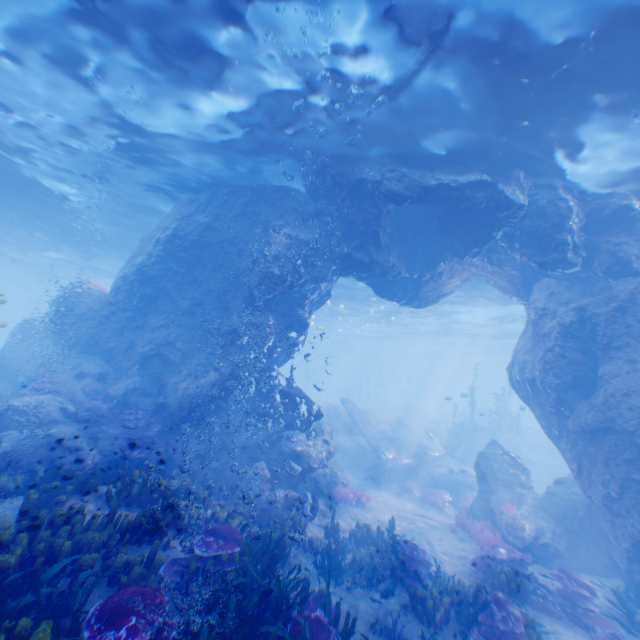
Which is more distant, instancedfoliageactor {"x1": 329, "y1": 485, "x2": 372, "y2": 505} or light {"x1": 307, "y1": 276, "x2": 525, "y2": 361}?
light {"x1": 307, "y1": 276, "x2": 525, "y2": 361}

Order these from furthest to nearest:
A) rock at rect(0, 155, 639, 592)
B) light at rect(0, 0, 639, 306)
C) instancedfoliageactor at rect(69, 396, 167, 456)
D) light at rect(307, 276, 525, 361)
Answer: light at rect(307, 276, 525, 361) < instancedfoliageactor at rect(69, 396, 167, 456) < rock at rect(0, 155, 639, 592) < light at rect(0, 0, 639, 306)

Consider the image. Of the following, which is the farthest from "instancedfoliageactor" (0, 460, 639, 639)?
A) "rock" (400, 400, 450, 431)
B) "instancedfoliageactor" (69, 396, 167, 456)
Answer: "rock" (400, 400, 450, 431)

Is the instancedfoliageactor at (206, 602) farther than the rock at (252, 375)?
No

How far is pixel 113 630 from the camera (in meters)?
3.35

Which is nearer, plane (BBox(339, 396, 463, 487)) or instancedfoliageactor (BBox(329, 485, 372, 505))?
instancedfoliageactor (BBox(329, 485, 372, 505))

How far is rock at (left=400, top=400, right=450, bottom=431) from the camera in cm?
4069

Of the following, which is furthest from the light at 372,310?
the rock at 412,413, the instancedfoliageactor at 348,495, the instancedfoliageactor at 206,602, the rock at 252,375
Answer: the rock at 412,413
